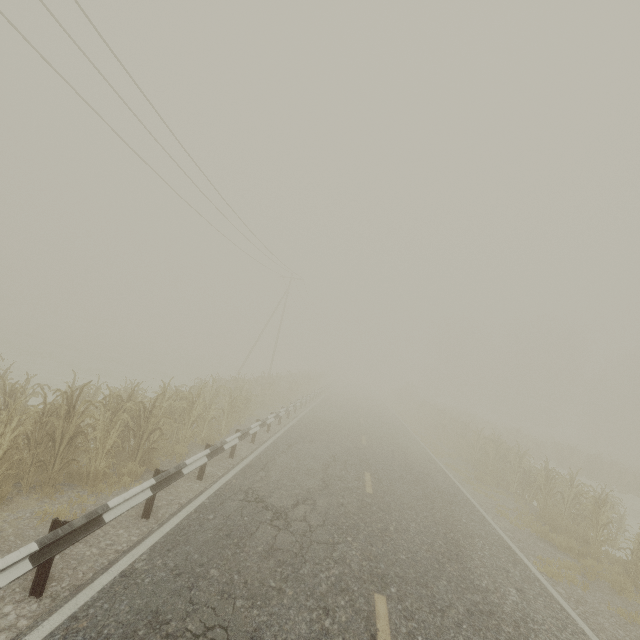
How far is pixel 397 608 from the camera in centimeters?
466cm

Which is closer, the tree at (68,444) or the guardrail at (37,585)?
the guardrail at (37,585)

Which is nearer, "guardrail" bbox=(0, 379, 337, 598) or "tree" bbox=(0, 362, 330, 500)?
"guardrail" bbox=(0, 379, 337, 598)
